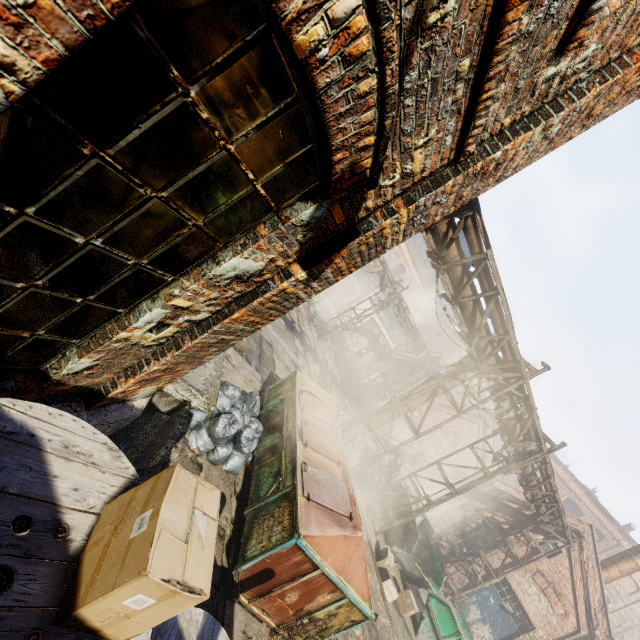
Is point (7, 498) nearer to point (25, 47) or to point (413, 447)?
point (25, 47)

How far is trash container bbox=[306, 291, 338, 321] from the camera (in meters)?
26.33

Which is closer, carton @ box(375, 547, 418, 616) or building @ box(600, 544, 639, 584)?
carton @ box(375, 547, 418, 616)

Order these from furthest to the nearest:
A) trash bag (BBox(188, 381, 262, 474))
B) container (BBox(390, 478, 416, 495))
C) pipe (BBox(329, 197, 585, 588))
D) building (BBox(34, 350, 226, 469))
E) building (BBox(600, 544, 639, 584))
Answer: building (BBox(600, 544, 639, 584)) → container (BBox(390, 478, 416, 495)) → pipe (BBox(329, 197, 585, 588)) → trash bag (BBox(188, 381, 262, 474)) → building (BBox(34, 350, 226, 469))

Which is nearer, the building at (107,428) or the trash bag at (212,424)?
the building at (107,428)

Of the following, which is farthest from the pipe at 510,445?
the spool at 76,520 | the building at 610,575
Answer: the spool at 76,520

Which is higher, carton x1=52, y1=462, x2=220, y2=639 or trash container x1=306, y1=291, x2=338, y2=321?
carton x1=52, y1=462, x2=220, y2=639

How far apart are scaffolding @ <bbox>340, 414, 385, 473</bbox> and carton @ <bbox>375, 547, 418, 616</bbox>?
3.35m
